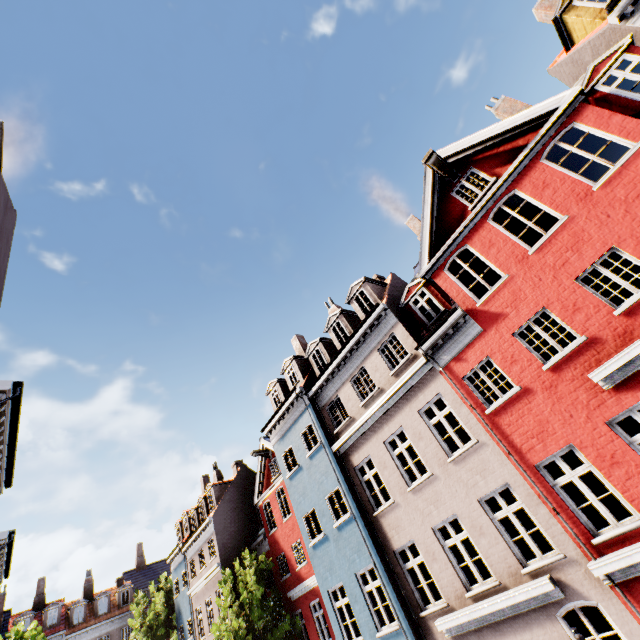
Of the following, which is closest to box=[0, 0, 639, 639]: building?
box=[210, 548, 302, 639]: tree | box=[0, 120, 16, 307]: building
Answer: box=[210, 548, 302, 639]: tree

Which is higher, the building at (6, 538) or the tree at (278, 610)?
the building at (6, 538)

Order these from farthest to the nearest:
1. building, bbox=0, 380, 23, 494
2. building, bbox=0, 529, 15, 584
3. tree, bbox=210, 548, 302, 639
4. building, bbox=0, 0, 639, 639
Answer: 1. tree, bbox=210, 548, 302, 639
2. building, bbox=0, 529, 15, 584
3. building, bbox=0, 380, 23, 494
4. building, bbox=0, 0, 639, 639

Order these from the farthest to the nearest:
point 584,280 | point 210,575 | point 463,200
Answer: point 210,575
point 584,280
point 463,200

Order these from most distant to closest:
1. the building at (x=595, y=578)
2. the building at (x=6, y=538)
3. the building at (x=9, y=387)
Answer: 1. the building at (x=6, y=538)
2. the building at (x=9, y=387)
3. the building at (x=595, y=578)

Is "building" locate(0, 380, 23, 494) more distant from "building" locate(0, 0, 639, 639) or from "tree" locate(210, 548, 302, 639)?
"building" locate(0, 0, 639, 639)
